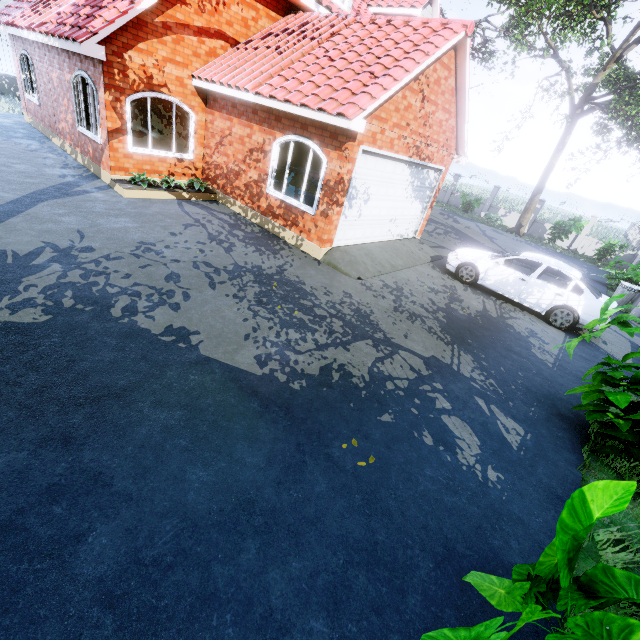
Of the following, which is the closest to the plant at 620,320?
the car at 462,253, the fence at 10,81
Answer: the car at 462,253

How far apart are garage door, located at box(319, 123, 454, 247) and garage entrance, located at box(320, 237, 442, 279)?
0.0m

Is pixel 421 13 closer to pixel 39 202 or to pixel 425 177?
pixel 425 177

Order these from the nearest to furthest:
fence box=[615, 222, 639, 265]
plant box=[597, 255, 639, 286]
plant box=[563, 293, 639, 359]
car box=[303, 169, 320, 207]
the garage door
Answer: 1. plant box=[563, 293, 639, 359]
2. the garage door
3. car box=[303, 169, 320, 207]
4. plant box=[597, 255, 639, 286]
5. fence box=[615, 222, 639, 265]

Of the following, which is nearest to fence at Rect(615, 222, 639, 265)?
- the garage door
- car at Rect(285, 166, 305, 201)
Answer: the garage door

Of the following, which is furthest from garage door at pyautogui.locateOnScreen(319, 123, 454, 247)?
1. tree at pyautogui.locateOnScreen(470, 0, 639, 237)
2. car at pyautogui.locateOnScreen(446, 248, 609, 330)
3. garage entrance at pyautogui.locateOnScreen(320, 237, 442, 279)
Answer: tree at pyautogui.locateOnScreen(470, 0, 639, 237)

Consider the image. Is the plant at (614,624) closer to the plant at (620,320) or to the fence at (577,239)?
the plant at (620,320)

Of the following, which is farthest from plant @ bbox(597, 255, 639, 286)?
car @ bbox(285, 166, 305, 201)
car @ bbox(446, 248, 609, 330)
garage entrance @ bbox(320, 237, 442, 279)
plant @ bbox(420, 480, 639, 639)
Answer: plant @ bbox(420, 480, 639, 639)
